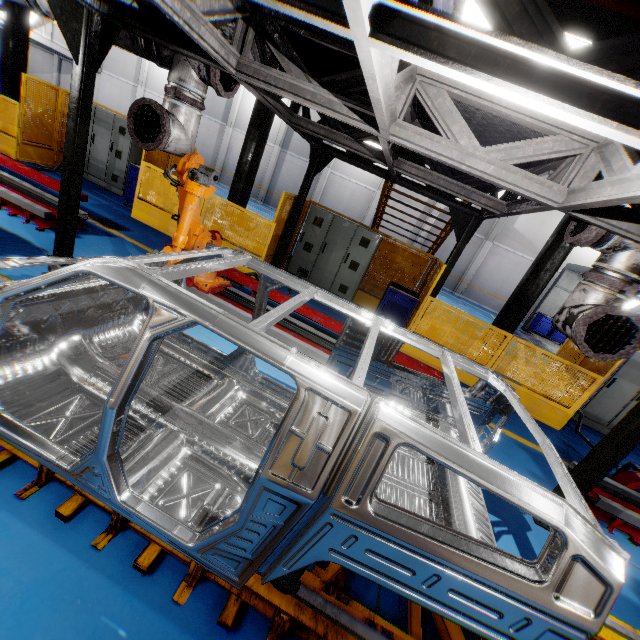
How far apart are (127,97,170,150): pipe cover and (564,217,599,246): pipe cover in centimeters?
504cm

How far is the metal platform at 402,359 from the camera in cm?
561

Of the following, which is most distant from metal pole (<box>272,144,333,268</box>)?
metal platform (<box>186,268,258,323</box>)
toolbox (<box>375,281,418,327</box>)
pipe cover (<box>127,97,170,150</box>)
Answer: pipe cover (<box>127,97,170,150</box>)

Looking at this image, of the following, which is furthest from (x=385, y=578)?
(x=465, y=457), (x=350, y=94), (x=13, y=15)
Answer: (x=13, y=15)

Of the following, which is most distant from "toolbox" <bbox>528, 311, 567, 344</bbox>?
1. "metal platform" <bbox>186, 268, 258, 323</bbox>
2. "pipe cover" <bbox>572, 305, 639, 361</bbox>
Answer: "pipe cover" <bbox>572, 305, 639, 361</bbox>

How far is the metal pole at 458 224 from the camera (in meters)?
7.02

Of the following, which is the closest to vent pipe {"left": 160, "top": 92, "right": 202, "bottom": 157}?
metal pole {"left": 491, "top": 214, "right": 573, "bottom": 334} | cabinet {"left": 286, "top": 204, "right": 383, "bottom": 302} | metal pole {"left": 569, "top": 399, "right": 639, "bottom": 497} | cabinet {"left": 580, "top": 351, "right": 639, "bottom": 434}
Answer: cabinet {"left": 286, "top": 204, "right": 383, "bottom": 302}

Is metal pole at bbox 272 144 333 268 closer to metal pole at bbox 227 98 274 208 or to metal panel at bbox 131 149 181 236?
metal panel at bbox 131 149 181 236
